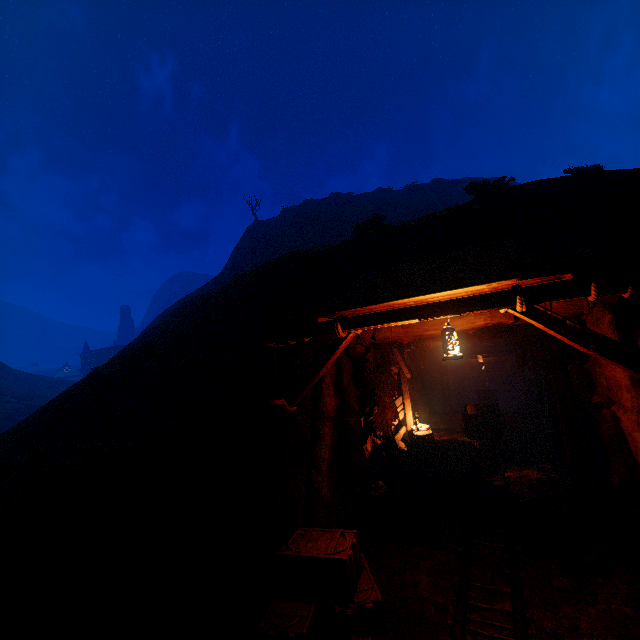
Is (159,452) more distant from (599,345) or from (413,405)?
(413,405)

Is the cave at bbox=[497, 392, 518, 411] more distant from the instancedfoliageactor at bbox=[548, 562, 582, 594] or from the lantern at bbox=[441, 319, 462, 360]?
the lantern at bbox=[441, 319, 462, 360]

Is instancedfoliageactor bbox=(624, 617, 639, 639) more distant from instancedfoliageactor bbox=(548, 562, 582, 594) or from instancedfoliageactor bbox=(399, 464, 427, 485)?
instancedfoliageactor bbox=(399, 464, 427, 485)

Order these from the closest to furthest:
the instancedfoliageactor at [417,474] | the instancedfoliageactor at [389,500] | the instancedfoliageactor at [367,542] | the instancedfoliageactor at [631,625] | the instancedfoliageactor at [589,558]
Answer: the instancedfoliageactor at [631,625] < the instancedfoliageactor at [589,558] < the instancedfoliageactor at [367,542] < the instancedfoliageactor at [389,500] < the instancedfoliageactor at [417,474]

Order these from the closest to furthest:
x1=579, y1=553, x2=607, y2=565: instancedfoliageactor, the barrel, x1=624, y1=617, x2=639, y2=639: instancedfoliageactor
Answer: x1=624, y1=617, x2=639, y2=639: instancedfoliageactor < x1=579, y1=553, x2=607, y2=565: instancedfoliageactor < the barrel

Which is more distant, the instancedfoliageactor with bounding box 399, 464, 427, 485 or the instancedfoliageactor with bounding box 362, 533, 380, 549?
the instancedfoliageactor with bounding box 399, 464, 427, 485

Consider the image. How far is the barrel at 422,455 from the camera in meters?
9.7

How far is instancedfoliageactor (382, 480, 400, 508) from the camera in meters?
7.7 m
